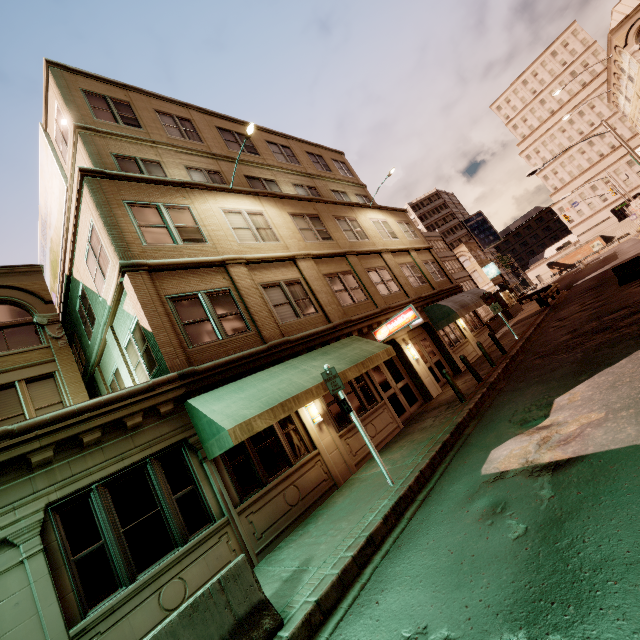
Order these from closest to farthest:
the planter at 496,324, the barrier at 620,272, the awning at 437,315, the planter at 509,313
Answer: the barrier at 620,272 < the awning at 437,315 < the planter at 496,324 < the planter at 509,313

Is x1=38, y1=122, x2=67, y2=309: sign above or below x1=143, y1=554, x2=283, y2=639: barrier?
above

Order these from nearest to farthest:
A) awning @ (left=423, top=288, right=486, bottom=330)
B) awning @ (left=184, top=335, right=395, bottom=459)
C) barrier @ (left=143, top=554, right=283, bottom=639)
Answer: barrier @ (left=143, top=554, right=283, bottom=639) → awning @ (left=184, top=335, right=395, bottom=459) → awning @ (left=423, top=288, right=486, bottom=330)

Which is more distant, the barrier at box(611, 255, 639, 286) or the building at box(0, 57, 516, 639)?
the barrier at box(611, 255, 639, 286)

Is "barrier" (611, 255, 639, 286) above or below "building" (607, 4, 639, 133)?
below

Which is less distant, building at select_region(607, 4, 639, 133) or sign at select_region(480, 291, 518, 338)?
sign at select_region(480, 291, 518, 338)

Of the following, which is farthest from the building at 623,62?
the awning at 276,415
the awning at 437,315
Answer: the awning at 276,415

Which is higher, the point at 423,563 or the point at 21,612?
the point at 21,612
